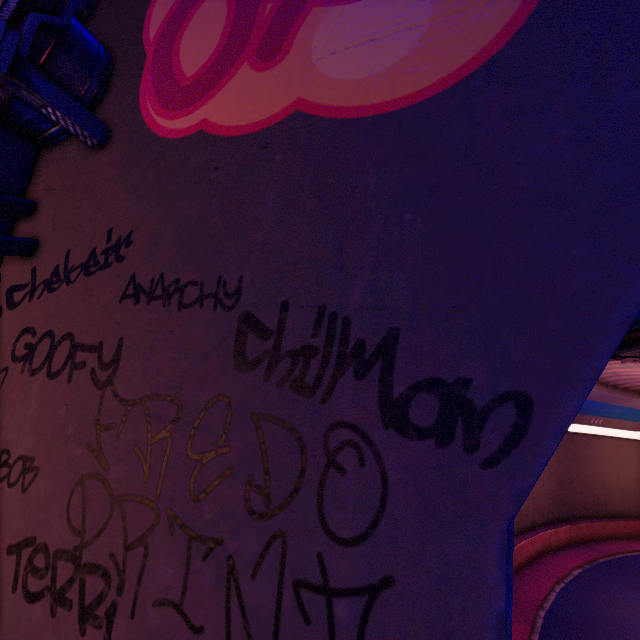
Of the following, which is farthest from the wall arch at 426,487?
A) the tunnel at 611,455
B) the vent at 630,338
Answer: the vent at 630,338

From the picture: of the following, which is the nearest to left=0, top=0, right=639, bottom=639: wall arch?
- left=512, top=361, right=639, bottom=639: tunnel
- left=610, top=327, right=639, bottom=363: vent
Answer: left=512, top=361, right=639, bottom=639: tunnel

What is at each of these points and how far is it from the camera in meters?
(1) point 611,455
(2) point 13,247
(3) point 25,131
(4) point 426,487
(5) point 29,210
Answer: (1) tunnel, 27.3
(2) cable, 2.9
(3) pipe, 3.3
(4) wall arch, 1.5
(5) cable, 3.2

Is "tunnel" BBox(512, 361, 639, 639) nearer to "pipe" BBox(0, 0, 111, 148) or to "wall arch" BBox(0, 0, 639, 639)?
"wall arch" BBox(0, 0, 639, 639)

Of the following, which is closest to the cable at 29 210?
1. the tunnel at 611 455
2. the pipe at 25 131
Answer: the pipe at 25 131

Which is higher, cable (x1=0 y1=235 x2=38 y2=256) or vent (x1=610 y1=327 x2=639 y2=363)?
vent (x1=610 y1=327 x2=639 y2=363)

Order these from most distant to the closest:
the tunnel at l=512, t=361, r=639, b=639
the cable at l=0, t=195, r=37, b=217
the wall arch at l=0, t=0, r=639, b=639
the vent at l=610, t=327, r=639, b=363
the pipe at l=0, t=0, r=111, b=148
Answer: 1. the tunnel at l=512, t=361, r=639, b=639
2. the vent at l=610, t=327, r=639, b=363
3. the cable at l=0, t=195, r=37, b=217
4. the pipe at l=0, t=0, r=111, b=148
5. the wall arch at l=0, t=0, r=639, b=639

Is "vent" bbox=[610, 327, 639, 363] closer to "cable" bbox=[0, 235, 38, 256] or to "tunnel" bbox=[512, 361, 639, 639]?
"tunnel" bbox=[512, 361, 639, 639]
